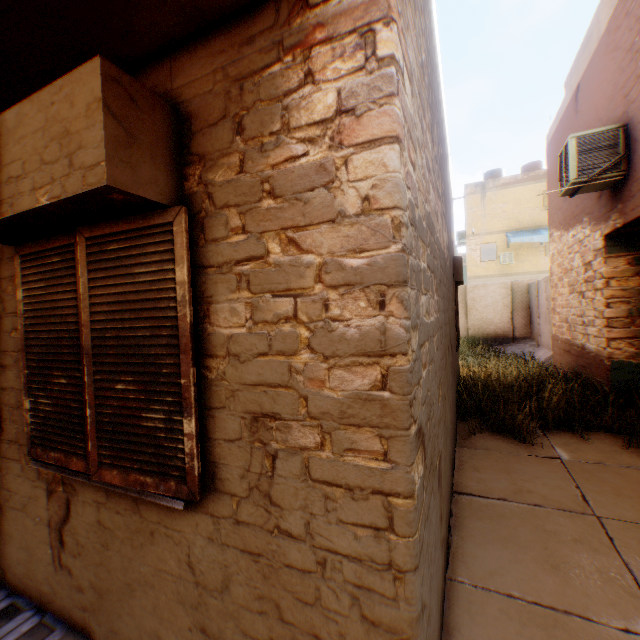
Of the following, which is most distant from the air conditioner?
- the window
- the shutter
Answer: the window

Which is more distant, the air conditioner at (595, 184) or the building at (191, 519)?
the air conditioner at (595, 184)

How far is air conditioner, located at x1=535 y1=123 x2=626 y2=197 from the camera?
5.16m

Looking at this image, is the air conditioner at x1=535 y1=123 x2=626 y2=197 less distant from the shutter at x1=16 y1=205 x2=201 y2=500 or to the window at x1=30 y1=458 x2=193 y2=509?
the shutter at x1=16 y1=205 x2=201 y2=500

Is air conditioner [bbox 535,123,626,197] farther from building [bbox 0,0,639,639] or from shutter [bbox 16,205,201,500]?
shutter [bbox 16,205,201,500]

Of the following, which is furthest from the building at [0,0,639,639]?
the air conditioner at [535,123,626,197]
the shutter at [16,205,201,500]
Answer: the air conditioner at [535,123,626,197]

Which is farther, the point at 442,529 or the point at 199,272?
the point at 442,529

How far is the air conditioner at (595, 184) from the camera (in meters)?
5.16
